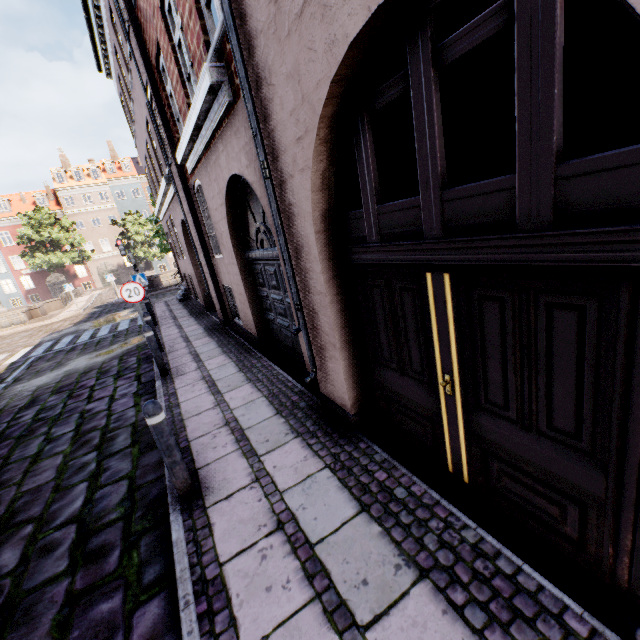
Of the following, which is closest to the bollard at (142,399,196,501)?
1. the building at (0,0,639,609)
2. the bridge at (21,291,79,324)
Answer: the building at (0,0,639,609)

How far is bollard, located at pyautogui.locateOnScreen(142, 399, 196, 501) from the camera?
3.0 meters

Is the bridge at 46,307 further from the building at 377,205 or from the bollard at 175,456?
the bollard at 175,456

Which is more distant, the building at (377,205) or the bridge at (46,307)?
the bridge at (46,307)

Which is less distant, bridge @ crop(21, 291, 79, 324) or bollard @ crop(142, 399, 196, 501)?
bollard @ crop(142, 399, 196, 501)

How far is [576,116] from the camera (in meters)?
6.11

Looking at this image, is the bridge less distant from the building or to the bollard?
the building
